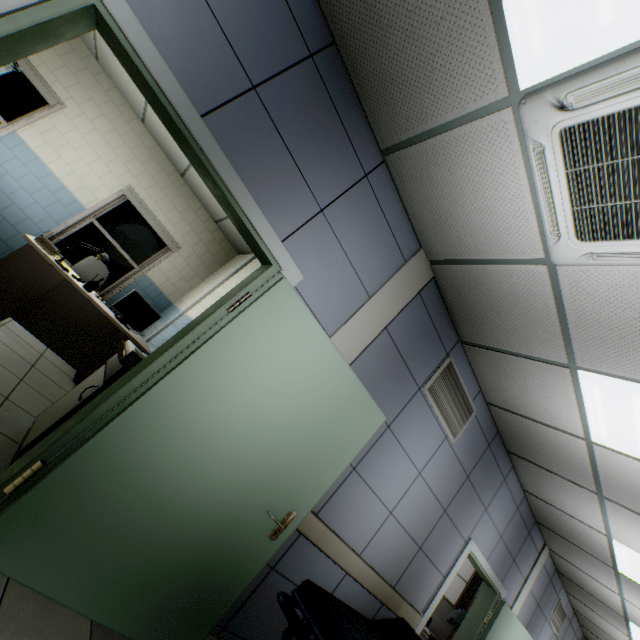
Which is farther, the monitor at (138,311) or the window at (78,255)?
the window at (78,255)

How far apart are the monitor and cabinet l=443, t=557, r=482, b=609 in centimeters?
584cm

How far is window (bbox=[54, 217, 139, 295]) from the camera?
5.5 meters

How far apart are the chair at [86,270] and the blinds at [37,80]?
2.1m

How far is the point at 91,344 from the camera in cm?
405

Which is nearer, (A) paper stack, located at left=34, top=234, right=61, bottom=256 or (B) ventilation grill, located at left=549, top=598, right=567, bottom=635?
(A) paper stack, located at left=34, top=234, right=61, bottom=256

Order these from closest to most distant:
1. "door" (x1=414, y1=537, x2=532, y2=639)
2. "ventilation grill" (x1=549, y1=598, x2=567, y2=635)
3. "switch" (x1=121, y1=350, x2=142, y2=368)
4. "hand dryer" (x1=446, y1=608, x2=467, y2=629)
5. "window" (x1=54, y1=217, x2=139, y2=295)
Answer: "switch" (x1=121, y1=350, x2=142, y2=368)
"door" (x1=414, y1=537, x2=532, y2=639)
"hand dryer" (x1=446, y1=608, x2=467, y2=629)
"window" (x1=54, y1=217, x2=139, y2=295)
"ventilation grill" (x1=549, y1=598, x2=567, y2=635)

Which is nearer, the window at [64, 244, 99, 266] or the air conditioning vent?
the air conditioning vent
